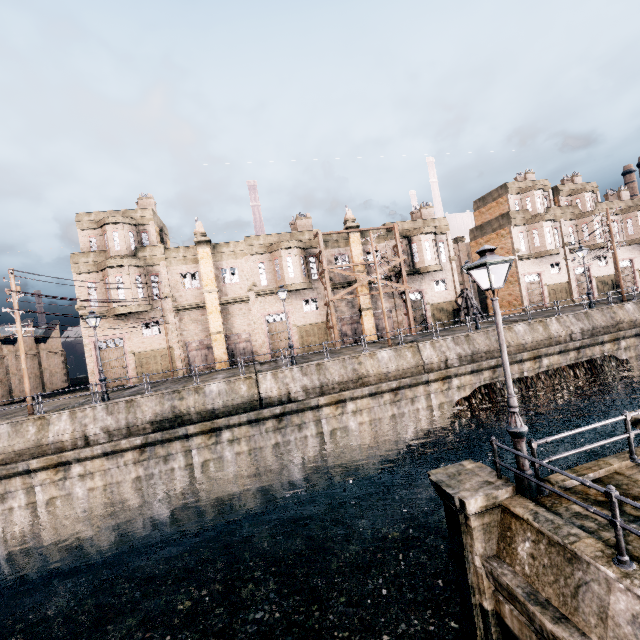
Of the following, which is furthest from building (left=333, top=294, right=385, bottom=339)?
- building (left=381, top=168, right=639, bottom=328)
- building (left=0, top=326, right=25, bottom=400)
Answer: building (left=0, top=326, right=25, bottom=400)

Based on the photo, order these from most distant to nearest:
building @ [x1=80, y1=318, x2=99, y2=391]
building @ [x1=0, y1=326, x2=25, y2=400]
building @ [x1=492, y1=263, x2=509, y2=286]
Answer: building @ [x1=492, y1=263, x2=509, y2=286] → building @ [x1=0, y1=326, x2=25, y2=400] → building @ [x1=80, y1=318, x2=99, y2=391]

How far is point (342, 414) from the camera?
21.8 meters

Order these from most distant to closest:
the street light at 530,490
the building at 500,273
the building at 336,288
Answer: the building at 500,273 < the building at 336,288 < the street light at 530,490

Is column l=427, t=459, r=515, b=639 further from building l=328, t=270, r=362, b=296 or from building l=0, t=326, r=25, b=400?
building l=0, t=326, r=25, b=400

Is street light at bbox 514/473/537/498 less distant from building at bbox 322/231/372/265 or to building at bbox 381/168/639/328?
building at bbox 322/231/372/265

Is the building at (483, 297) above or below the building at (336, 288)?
below

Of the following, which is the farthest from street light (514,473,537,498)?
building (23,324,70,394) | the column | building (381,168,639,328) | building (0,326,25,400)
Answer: building (23,324,70,394)
